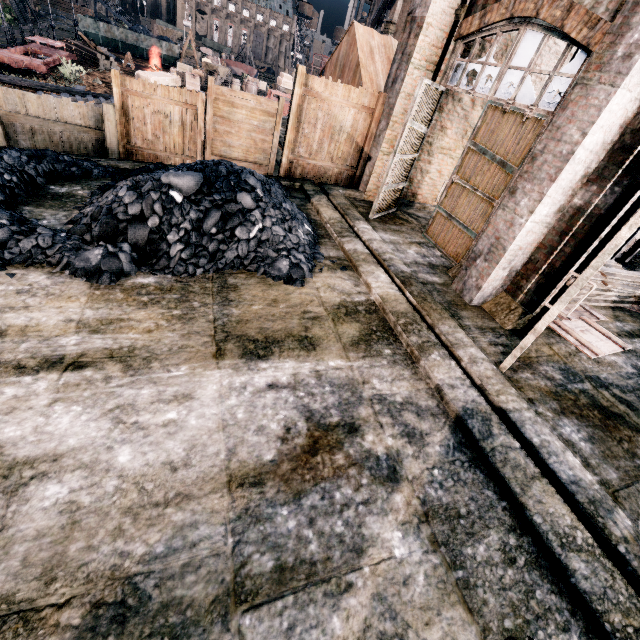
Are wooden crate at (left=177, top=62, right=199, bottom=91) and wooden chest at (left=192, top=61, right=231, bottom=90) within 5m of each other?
yes

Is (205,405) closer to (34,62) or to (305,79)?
(305,79)

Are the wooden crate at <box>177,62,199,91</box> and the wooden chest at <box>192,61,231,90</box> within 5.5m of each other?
yes

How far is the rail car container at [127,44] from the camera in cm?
3766

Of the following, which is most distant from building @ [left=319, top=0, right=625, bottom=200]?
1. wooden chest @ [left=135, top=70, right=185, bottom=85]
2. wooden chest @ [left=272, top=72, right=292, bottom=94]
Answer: wooden chest @ [left=272, top=72, right=292, bottom=94]

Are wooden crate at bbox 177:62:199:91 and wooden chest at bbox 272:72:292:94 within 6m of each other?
no

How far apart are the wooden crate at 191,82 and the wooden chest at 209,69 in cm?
24

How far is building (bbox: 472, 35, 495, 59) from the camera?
9.3m
